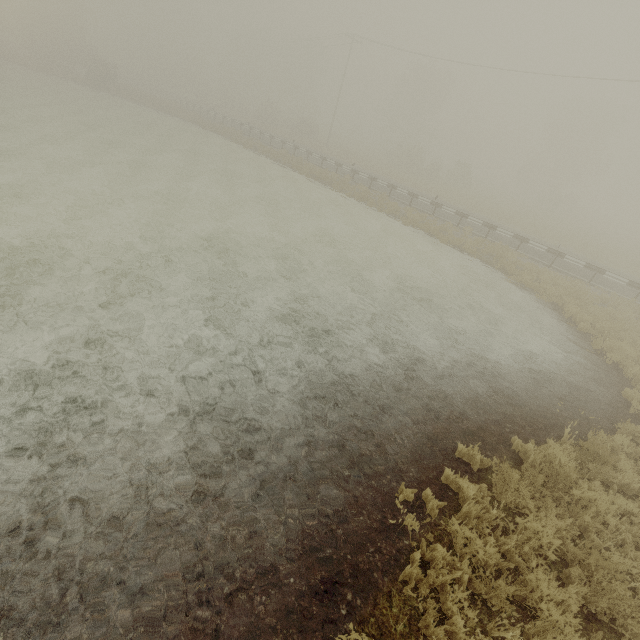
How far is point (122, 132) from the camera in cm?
2475

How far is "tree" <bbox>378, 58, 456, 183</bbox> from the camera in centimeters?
4062cm

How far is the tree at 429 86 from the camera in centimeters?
4062cm
